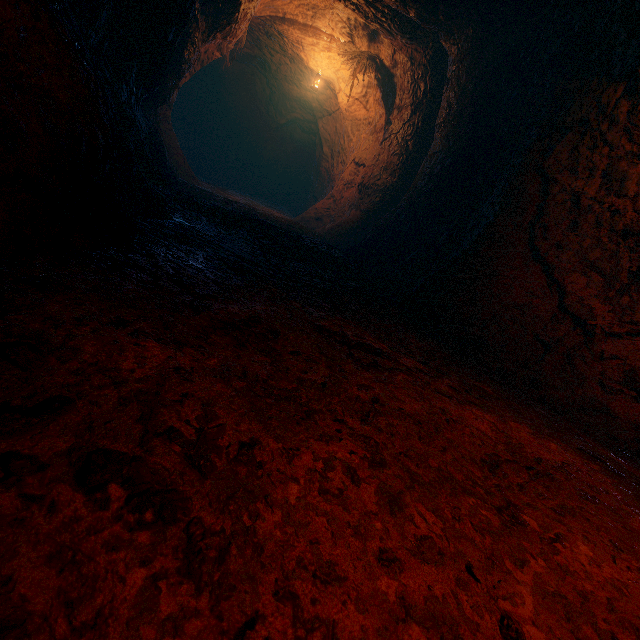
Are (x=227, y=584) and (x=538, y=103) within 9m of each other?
yes
